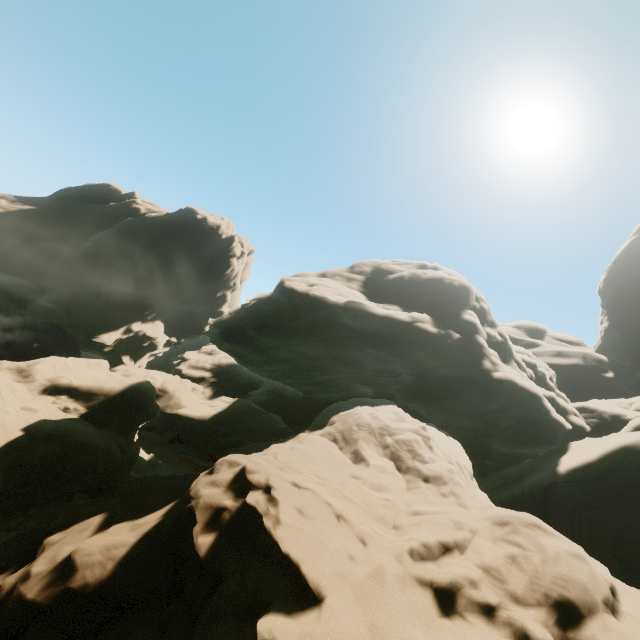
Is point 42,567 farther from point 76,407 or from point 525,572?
point 76,407
